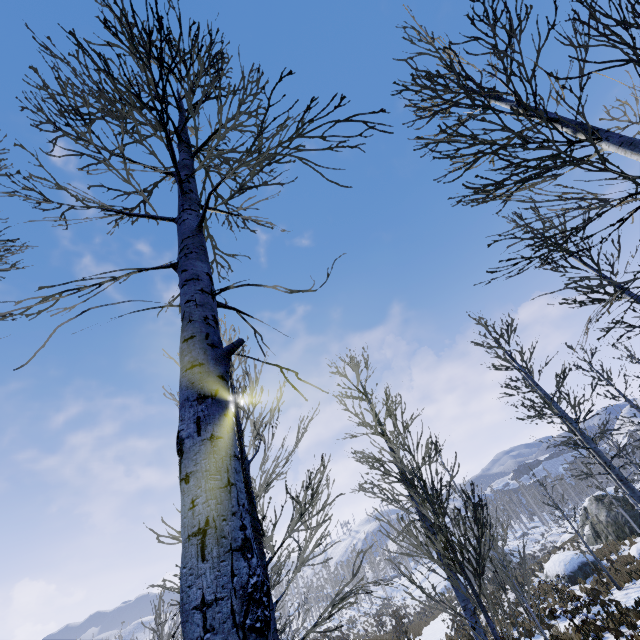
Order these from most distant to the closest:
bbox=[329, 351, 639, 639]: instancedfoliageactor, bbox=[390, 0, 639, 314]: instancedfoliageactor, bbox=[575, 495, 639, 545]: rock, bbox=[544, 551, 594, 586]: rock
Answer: bbox=[575, 495, 639, 545]: rock
bbox=[544, 551, 594, 586]: rock
bbox=[329, 351, 639, 639]: instancedfoliageactor
bbox=[390, 0, 639, 314]: instancedfoliageactor

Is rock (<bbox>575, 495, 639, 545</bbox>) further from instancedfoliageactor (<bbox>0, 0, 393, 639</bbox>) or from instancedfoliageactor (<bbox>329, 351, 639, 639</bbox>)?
instancedfoliageactor (<bbox>0, 0, 393, 639</bbox>)

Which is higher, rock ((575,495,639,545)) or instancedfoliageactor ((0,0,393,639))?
instancedfoliageactor ((0,0,393,639))

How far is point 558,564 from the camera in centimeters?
2166cm

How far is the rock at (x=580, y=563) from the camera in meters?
20.3 m

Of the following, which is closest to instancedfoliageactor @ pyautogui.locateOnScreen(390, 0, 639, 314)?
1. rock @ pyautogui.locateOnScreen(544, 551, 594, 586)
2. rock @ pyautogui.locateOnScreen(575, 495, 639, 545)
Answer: rock @ pyautogui.locateOnScreen(544, 551, 594, 586)

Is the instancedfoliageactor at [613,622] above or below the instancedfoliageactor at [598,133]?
below
